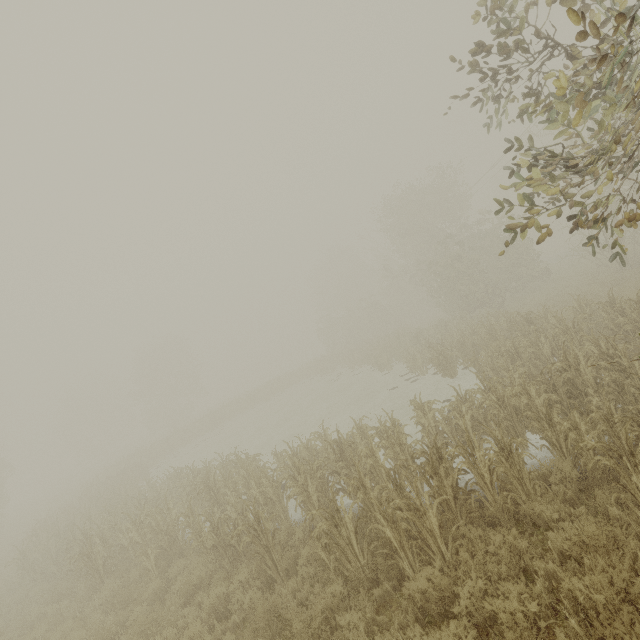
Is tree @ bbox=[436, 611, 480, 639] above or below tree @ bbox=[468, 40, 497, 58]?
below

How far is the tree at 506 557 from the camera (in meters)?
4.82

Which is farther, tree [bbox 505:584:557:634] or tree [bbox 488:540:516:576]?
tree [bbox 488:540:516:576]

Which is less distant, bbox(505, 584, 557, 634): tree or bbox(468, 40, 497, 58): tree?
bbox(505, 584, 557, 634): tree

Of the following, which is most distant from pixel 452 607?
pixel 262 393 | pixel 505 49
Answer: pixel 262 393
